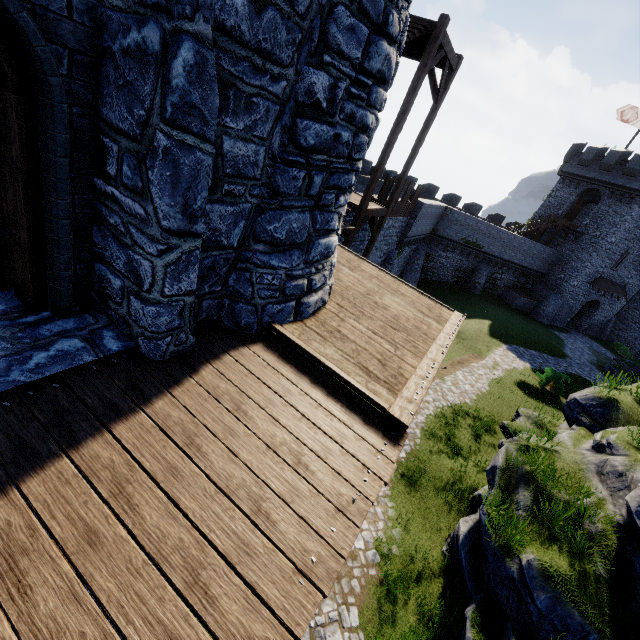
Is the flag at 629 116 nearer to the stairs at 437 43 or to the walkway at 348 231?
the stairs at 437 43

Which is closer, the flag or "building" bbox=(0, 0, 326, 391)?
"building" bbox=(0, 0, 326, 391)

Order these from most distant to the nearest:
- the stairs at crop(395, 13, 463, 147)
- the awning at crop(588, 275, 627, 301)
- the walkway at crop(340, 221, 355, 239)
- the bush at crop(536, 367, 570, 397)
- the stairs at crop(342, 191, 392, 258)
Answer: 1. the awning at crop(588, 275, 627, 301)
2. the bush at crop(536, 367, 570, 397)
3. the stairs at crop(342, 191, 392, 258)
4. the walkway at crop(340, 221, 355, 239)
5. the stairs at crop(395, 13, 463, 147)

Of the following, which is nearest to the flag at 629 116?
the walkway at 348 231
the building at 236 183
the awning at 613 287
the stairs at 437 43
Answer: the awning at 613 287

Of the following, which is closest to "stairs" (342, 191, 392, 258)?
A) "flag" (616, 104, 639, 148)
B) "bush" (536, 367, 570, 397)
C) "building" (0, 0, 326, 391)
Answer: "building" (0, 0, 326, 391)

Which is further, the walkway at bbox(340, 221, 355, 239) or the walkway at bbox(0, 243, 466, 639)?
the walkway at bbox(340, 221, 355, 239)

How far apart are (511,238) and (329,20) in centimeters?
3549cm

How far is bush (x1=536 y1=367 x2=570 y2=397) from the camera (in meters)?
19.66
